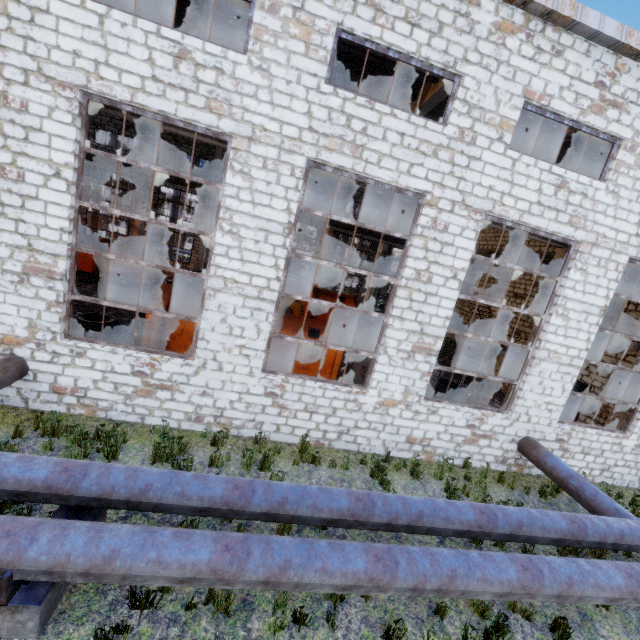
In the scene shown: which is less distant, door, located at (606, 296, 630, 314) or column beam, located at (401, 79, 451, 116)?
column beam, located at (401, 79, 451, 116)

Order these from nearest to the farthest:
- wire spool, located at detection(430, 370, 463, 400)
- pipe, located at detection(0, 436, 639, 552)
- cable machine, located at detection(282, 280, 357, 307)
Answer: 1. pipe, located at detection(0, 436, 639, 552)
2. wire spool, located at detection(430, 370, 463, 400)
3. cable machine, located at detection(282, 280, 357, 307)

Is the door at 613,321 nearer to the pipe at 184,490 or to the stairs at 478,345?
the stairs at 478,345

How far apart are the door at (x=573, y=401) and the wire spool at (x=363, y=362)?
7.9 meters

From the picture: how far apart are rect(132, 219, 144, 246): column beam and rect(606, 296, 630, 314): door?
26.4m

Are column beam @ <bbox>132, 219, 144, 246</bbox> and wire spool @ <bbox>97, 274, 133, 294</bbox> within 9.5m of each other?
yes

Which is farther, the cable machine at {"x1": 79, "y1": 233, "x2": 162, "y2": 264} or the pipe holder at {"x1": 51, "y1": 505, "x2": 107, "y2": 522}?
the cable machine at {"x1": 79, "y1": 233, "x2": 162, "y2": 264}

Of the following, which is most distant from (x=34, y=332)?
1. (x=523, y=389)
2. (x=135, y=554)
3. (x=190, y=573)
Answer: (x=523, y=389)
